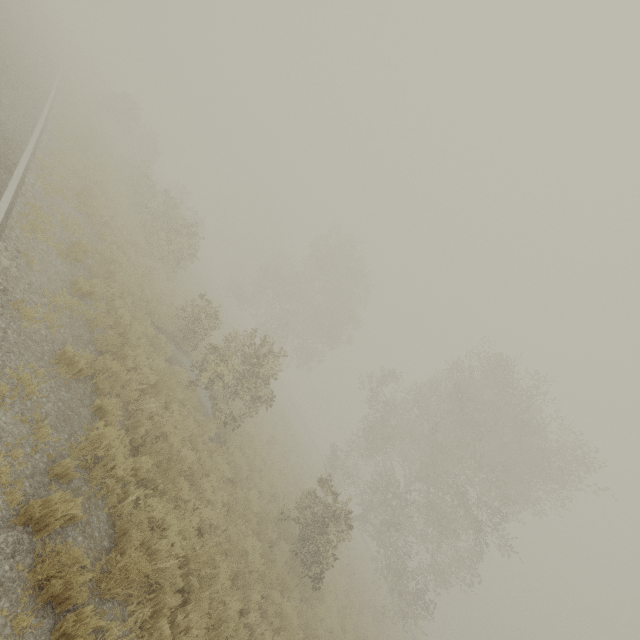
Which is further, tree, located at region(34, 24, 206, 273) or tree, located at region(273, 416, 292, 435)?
tree, located at region(273, 416, 292, 435)

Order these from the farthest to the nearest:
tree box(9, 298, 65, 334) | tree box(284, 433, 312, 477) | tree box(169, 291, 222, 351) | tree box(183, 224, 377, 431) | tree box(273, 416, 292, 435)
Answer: tree box(273, 416, 292, 435) < tree box(284, 433, 312, 477) < tree box(169, 291, 222, 351) < tree box(183, 224, 377, 431) < tree box(9, 298, 65, 334)

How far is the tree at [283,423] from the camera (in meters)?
25.09

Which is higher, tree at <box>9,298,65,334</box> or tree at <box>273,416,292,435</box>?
tree at <box>273,416,292,435</box>

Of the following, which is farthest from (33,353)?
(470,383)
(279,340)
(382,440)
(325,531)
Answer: (279,340)

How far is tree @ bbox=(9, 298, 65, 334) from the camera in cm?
575
